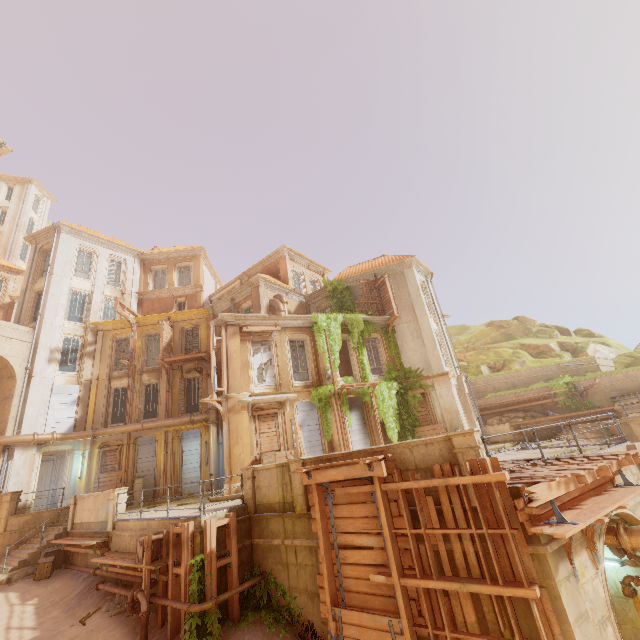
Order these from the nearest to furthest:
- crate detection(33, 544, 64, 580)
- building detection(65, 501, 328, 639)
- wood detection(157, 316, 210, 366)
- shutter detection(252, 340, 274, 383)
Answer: building detection(65, 501, 328, 639) → crate detection(33, 544, 64, 580) → shutter detection(252, 340, 274, 383) → wood detection(157, 316, 210, 366)

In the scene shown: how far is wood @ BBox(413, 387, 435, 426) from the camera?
19.5 meters

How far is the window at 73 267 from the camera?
25.27m

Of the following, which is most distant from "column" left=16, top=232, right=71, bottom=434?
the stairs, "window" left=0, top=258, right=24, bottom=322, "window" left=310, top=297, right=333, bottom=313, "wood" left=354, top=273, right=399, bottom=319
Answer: "wood" left=354, top=273, right=399, bottom=319

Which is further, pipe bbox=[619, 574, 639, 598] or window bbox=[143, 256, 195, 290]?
window bbox=[143, 256, 195, 290]

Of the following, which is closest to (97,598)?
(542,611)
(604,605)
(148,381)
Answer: (542,611)

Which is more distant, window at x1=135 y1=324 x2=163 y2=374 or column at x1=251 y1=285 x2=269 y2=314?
window at x1=135 y1=324 x2=163 y2=374

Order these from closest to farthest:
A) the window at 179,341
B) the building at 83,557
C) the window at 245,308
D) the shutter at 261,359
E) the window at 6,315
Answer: the building at 83,557 < the shutter at 261,359 < the window at 245,308 < the window at 179,341 < the window at 6,315
